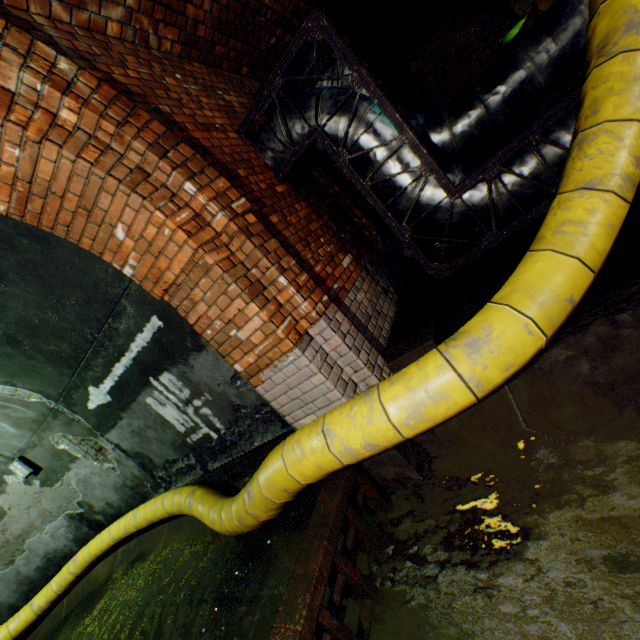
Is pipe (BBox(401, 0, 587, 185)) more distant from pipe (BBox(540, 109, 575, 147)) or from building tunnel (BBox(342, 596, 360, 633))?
building tunnel (BBox(342, 596, 360, 633))

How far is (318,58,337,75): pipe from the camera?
3.9 meters

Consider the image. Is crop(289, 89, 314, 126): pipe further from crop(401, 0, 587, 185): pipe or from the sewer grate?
the sewer grate

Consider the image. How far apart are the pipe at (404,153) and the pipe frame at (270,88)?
0.0m

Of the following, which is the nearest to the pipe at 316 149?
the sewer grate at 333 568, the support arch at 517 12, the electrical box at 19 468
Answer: the sewer grate at 333 568

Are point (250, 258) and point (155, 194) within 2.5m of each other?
yes

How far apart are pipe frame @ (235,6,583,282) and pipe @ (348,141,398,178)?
0.0m

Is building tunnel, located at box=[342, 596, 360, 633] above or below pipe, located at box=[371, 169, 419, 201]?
below
